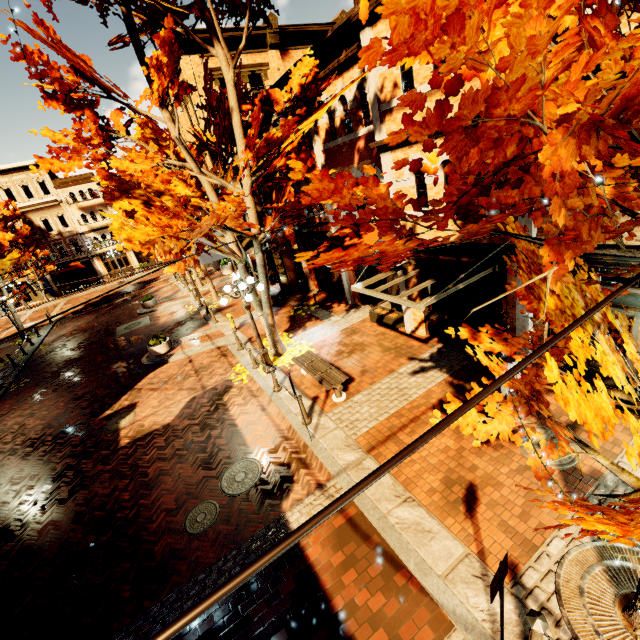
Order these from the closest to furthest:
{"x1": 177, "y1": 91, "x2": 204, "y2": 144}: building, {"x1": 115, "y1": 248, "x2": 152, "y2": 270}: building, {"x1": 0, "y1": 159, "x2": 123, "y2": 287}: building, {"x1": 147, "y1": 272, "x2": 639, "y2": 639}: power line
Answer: {"x1": 147, "y1": 272, "x2": 639, "y2": 639}: power line, {"x1": 177, "y1": 91, "x2": 204, "y2": 144}: building, {"x1": 0, "y1": 159, "x2": 123, "y2": 287}: building, {"x1": 115, "y1": 248, "x2": 152, "y2": 270}: building

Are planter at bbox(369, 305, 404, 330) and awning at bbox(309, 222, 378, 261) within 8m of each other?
yes

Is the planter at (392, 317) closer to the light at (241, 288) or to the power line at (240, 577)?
the light at (241, 288)

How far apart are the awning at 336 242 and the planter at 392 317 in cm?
229

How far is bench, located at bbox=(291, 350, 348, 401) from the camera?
8.9 meters

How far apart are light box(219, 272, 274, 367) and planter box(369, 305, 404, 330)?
4.3m

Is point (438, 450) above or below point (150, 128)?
below

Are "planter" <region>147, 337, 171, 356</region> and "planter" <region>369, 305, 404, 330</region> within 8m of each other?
no
